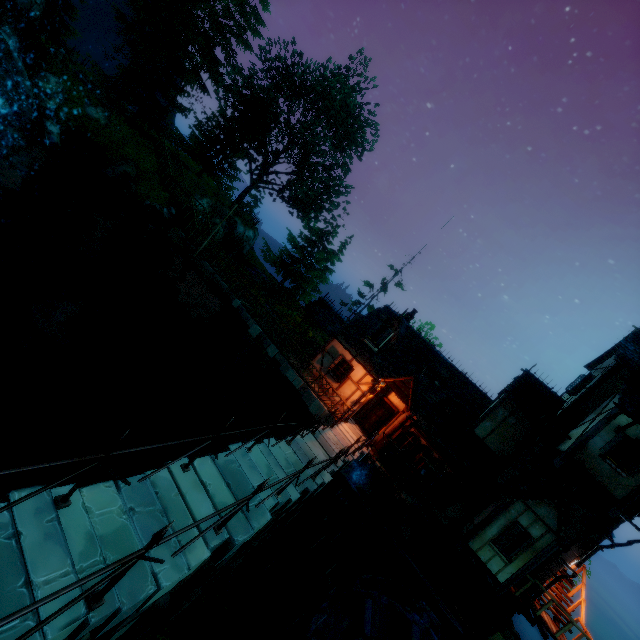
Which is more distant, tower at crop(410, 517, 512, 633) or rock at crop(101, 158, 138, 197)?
rock at crop(101, 158, 138, 197)

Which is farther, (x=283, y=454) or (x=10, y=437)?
(x=10, y=437)

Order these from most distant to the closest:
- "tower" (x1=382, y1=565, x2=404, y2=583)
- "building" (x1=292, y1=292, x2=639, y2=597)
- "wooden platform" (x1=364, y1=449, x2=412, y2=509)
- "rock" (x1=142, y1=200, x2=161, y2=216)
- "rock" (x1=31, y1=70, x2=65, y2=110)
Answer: "rock" (x1=142, y1=200, x2=161, y2=216) < "rock" (x1=31, y1=70, x2=65, y2=110) < "tower" (x1=382, y1=565, x2=404, y2=583) < "wooden platform" (x1=364, y1=449, x2=412, y2=509) < "building" (x1=292, y1=292, x2=639, y2=597)

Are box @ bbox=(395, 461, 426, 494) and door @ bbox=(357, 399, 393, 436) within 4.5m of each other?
yes

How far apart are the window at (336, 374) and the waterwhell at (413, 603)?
8.6m

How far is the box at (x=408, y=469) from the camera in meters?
Answer: 15.2

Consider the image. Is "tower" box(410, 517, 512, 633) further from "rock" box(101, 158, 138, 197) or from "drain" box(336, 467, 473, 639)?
"rock" box(101, 158, 138, 197)

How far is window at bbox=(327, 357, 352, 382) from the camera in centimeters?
1866cm
